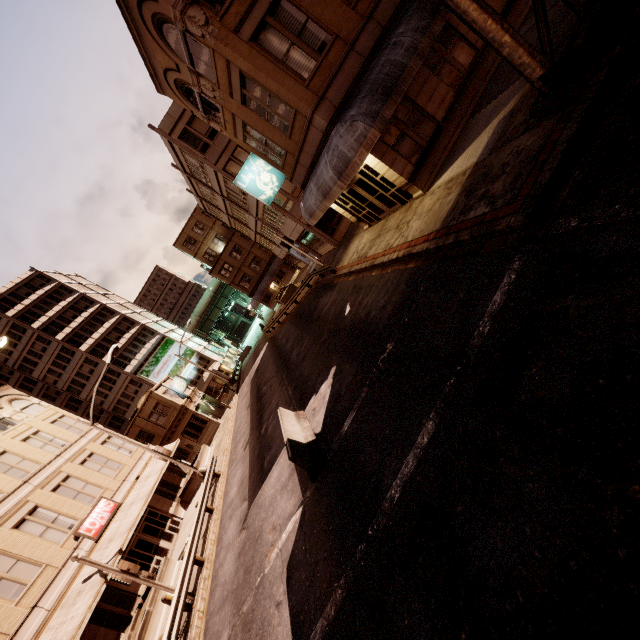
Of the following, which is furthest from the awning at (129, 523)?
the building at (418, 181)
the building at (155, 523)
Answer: the building at (418, 181)

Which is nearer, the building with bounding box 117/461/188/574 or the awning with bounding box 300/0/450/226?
the awning with bounding box 300/0/450/226

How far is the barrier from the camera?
8.8m

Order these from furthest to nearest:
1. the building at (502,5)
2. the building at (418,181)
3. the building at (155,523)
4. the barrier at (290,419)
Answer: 1. the building at (155,523)
2. the building at (502,5)
3. the building at (418,181)
4. the barrier at (290,419)

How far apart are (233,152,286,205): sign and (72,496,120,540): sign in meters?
22.3 m

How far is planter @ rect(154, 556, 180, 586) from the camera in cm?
1625

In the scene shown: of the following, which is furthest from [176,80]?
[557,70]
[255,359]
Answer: [255,359]

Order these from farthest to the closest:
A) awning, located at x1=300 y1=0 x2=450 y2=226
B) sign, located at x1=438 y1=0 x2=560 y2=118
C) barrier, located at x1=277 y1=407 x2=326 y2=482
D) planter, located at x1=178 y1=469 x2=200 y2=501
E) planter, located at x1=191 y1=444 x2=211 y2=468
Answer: planter, located at x1=191 y1=444 x2=211 y2=468, planter, located at x1=178 y1=469 x2=200 y2=501, awning, located at x1=300 y1=0 x2=450 y2=226, barrier, located at x1=277 y1=407 x2=326 y2=482, sign, located at x1=438 y1=0 x2=560 y2=118
